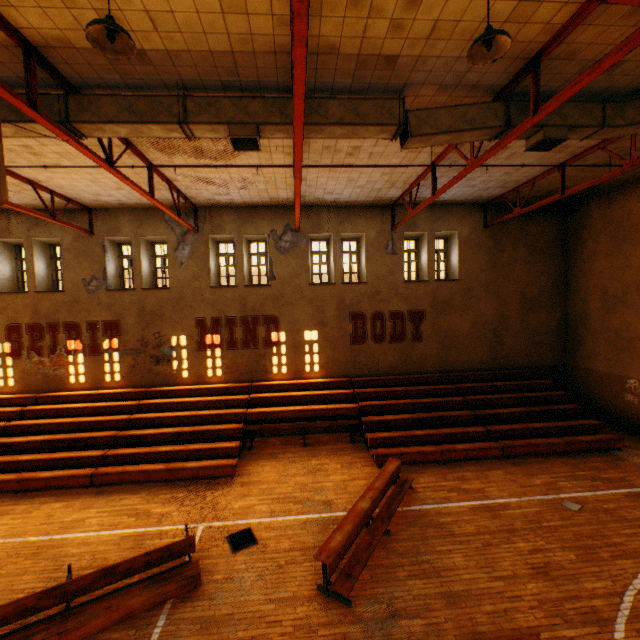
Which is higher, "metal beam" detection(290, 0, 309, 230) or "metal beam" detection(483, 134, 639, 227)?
"metal beam" detection(483, 134, 639, 227)

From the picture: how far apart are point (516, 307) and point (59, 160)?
16.8m

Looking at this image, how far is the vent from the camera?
6.7m

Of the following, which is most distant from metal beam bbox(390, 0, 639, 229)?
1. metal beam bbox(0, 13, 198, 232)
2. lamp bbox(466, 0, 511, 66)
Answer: metal beam bbox(0, 13, 198, 232)

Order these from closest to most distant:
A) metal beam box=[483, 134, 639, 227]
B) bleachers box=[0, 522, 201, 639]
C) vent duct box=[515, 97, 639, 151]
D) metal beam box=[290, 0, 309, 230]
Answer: metal beam box=[290, 0, 309, 230] → bleachers box=[0, 522, 201, 639] → vent duct box=[515, 97, 639, 151] → metal beam box=[483, 134, 639, 227]

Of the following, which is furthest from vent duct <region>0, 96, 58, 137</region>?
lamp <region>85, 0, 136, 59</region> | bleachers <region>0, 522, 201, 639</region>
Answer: bleachers <region>0, 522, 201, 639</region>

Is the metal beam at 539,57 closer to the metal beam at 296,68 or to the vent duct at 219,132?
the vent duct at 219,132

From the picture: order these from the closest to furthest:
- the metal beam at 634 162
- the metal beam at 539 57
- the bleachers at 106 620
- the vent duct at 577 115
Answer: the metal beam at 539 57 < the bleachers at 106 620 < the vent duct at 577 115 < the metal beam at 634 162
